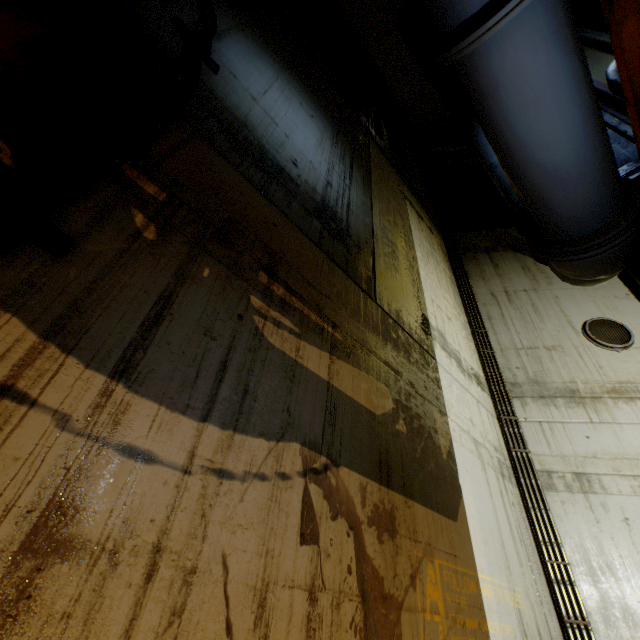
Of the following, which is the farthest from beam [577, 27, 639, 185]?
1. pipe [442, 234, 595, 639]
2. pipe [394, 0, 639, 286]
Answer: pipe [442, 234, 595, 639]

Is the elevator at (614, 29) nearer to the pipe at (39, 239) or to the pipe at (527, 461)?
the pipe at (39, 239)

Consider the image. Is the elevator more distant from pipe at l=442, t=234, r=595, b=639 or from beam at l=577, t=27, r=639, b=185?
pipe at l=442, t=234, r=595, b=639

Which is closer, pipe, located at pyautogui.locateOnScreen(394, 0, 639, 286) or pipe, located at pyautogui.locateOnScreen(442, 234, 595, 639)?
pipe, located at pyautogui.locateOnScreen(394, 0, 639, 286)

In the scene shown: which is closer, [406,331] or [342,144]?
[406,331]

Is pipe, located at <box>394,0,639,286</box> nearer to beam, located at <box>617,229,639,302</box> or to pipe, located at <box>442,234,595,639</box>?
beam, located at <box>617,229,639,302</box>

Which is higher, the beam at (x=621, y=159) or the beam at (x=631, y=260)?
the beam at (x=621, y=159)

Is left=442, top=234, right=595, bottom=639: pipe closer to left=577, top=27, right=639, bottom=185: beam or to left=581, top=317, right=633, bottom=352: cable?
left=581, top=317, right=633, bottom=352: cable
